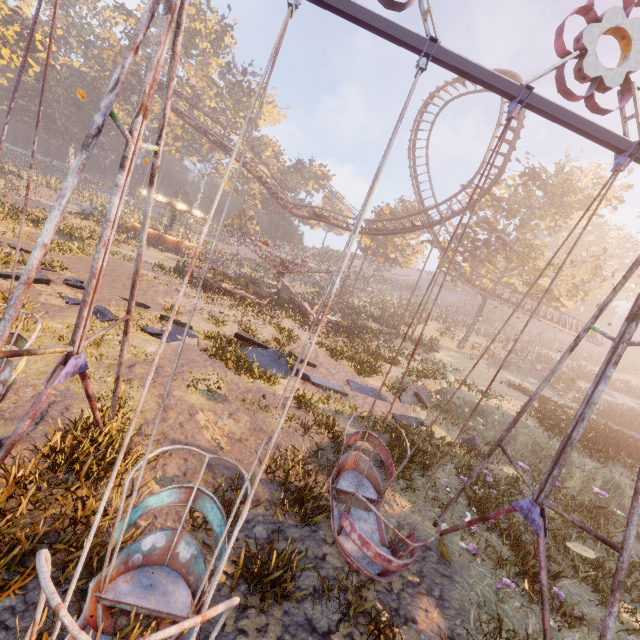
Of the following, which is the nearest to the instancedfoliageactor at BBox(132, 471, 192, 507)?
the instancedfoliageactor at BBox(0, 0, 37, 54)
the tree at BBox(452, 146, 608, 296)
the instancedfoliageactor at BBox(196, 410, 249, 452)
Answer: the instancedfoliageactor at BBox(196, 410, 249, 452)

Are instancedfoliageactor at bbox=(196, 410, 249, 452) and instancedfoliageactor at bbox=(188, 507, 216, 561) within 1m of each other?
no

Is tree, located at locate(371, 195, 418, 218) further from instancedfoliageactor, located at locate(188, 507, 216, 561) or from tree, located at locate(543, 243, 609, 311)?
instancedfoliageactor, located at locate(188, 507, 216, 561)

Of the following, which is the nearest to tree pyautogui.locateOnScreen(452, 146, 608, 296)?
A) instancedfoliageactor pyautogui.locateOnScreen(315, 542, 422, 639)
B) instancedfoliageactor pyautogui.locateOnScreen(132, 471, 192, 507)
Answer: instancedfoliageactor pyautogui.locateOnScreen(315, 542, 422, 639)

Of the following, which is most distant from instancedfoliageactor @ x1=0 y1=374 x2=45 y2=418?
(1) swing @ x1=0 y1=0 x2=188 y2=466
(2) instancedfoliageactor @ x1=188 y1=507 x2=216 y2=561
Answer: (2) instancedfoliageactor @ x1=188 y1=507 x2=216 y2=561

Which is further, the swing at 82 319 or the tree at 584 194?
the tree at 584 194

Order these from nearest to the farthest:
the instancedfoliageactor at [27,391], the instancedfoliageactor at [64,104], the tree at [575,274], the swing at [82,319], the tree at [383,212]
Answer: the swing at [82,319] < the instancedfoliageactor at [27,391] < the tree at [575,274] < the tree at [383,212] < the instancedfoliageactor at [64,104]

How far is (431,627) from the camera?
4.18m
